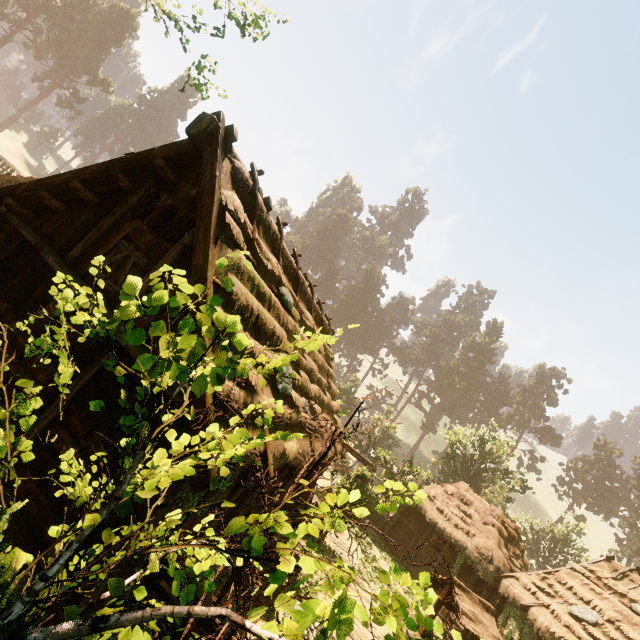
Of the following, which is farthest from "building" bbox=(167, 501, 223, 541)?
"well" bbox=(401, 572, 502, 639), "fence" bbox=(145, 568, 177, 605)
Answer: "well" bbox=(401, 572, 502, 639)

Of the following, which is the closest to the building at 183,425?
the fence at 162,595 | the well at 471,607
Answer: the fence at 162,595

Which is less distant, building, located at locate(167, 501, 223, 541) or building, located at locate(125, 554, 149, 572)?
building, located at locate(125, 554, 149, 572)

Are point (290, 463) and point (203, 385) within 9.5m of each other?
yes

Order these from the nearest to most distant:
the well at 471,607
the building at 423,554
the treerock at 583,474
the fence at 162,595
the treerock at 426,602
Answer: the treerock at 426,602 < the fence at 162,595 < the well at 471,607 < the building at 423,554 < the treerock at 583,474

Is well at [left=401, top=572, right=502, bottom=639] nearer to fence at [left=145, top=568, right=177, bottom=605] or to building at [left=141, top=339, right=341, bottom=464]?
building at [left=141, top=339, right=341, bottom=464]
